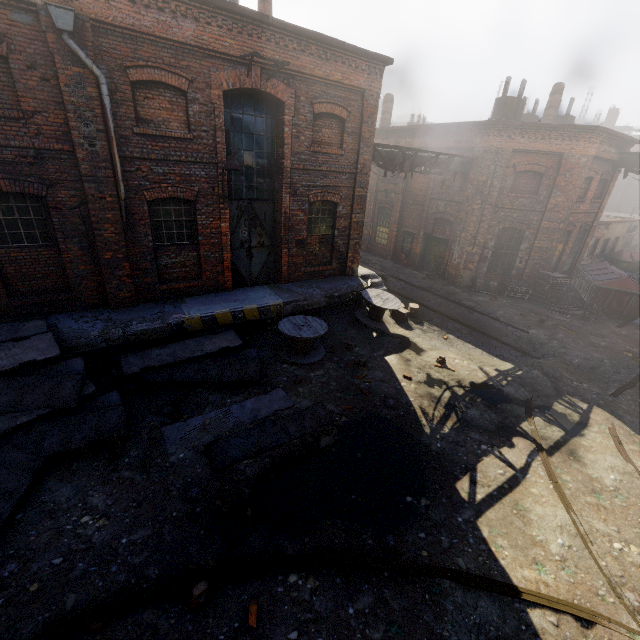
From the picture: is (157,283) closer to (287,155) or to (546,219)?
(287,155)

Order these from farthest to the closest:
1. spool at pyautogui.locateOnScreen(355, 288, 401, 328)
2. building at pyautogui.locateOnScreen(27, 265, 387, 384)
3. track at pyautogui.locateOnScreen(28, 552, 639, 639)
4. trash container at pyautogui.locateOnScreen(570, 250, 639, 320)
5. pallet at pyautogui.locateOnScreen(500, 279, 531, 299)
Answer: pallet at pyautogui.locateOnScreen(500, 279, 531, 299) → trash container at pyautogui.locateOnScreen(570, 250, 639, 320) → spool at pyautogui.locateOnScreen(355, 288, 401, 328) → building at pyautogui.locateOnScreen(27, 265, 387, 384) → track at pyautogui.locateOnScreen(28, 552, 639, 639)

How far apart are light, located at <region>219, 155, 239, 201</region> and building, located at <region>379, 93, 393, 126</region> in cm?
1733

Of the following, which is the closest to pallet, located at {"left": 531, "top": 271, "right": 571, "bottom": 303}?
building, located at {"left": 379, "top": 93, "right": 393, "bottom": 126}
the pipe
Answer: the pipe

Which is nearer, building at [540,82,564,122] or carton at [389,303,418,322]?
carton at [389,303,418,322]

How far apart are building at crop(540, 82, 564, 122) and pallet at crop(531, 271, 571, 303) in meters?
8.7 m

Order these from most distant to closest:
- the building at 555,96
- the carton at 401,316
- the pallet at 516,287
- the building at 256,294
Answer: the building at 555,96 < the pallet at 516,287 < the carton at 401,316 < the building at 256,294

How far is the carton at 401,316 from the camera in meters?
12.7
